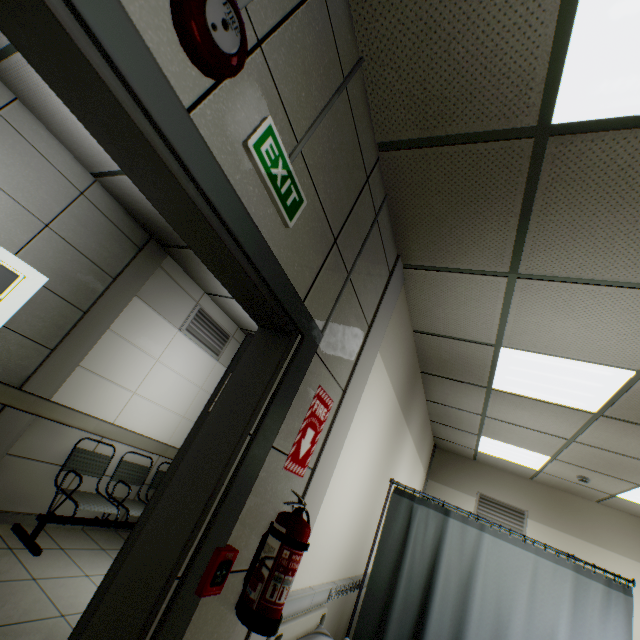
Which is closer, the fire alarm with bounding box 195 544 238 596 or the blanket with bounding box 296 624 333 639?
the fire alarm with bounding box 195 544 238 596

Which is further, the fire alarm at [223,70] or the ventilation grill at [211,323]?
the ventilation grill at [211,323]

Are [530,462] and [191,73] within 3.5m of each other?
no

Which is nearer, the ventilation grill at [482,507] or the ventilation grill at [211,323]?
the ventilation grill at [211,323]

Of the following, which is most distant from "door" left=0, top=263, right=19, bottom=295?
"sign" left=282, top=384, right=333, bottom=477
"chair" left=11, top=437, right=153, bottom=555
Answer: "sign" left=282, top=384, right=333, bottom=477

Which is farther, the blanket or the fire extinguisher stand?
the blanket

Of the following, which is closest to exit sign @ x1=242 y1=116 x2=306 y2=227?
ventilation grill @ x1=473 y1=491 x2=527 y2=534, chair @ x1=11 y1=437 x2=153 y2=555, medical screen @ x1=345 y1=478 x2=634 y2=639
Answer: medical screen @ x1=345 y1=478 x2=634 y2=639

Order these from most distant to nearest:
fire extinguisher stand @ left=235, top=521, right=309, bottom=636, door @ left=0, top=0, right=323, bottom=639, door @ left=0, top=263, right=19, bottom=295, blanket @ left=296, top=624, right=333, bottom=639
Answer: door @ left=0, top=263, right=19, bottom=295 < blanket @ left=296, top=624, right=333, bottom=639 < fire extinguisher stand @ left=235, top=521, right=309, bottom=636 < door @ left=0, top=0, right=323, bottom=639
